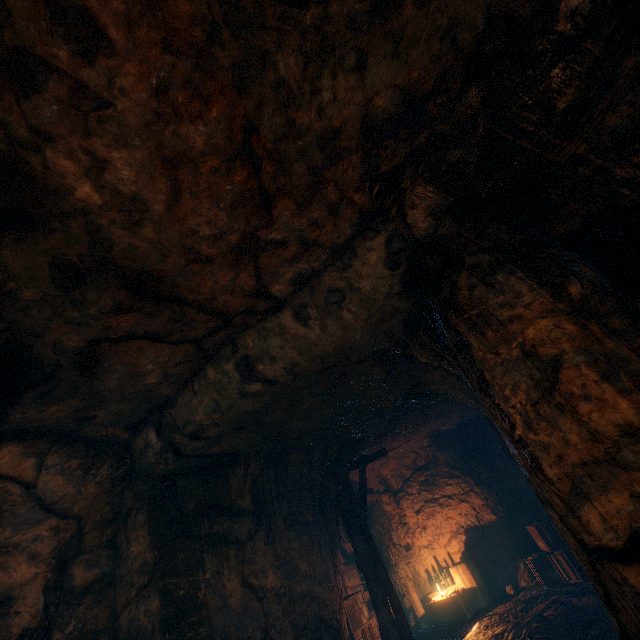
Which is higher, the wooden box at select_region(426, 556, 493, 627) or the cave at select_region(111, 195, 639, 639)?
the cave at select_region(111, 195, 639, 639)

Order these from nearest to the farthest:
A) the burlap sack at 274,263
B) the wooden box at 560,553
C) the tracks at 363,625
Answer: the burlap sack at 274,263
the wooden box at 560,553
the tracks at 363,625

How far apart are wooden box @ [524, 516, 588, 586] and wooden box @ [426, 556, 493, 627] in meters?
1.6 m

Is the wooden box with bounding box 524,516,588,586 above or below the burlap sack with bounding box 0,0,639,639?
below

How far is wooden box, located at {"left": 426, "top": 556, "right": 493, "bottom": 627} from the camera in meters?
8.9

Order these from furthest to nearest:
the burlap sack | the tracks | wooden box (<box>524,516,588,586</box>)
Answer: the tracks < wooden box (<box>524,516,588,586</box>) < the burlap sack

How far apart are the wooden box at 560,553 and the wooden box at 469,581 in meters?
1.6

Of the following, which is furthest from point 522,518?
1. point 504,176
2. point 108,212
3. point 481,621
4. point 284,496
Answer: point 108,212
